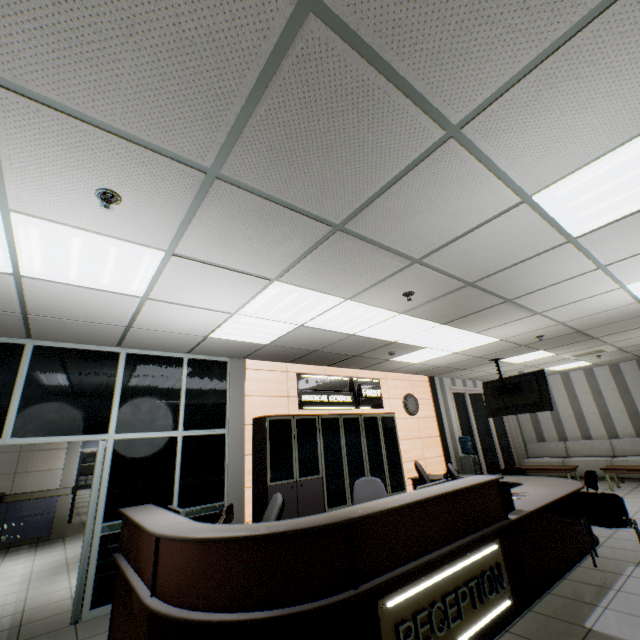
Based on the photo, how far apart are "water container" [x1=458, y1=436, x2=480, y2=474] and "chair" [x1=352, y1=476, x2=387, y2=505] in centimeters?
539cm

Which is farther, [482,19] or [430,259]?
[430,259]

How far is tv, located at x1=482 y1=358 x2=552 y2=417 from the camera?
6.7 meters

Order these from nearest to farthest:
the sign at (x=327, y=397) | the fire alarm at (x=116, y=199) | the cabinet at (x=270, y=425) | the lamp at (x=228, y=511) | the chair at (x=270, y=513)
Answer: the fire alarm at (x=116, y=199)
the lamp at (x=228, y=511)
the chair at (x=270, y=513)
the cabinet at (x=270, y=425)
the sign at (x=327, y=397)

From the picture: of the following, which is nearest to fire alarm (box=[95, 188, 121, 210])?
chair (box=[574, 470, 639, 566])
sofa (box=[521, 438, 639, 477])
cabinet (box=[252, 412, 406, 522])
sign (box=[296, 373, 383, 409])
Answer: cabinet (box=[252, 412, 406, 522])

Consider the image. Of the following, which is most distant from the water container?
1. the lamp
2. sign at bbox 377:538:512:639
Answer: the lamp

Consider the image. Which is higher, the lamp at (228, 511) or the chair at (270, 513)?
the lamp at (228, 511)

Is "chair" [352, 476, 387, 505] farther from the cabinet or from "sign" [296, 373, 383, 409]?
"sign" [296, 373, 383, 409]
